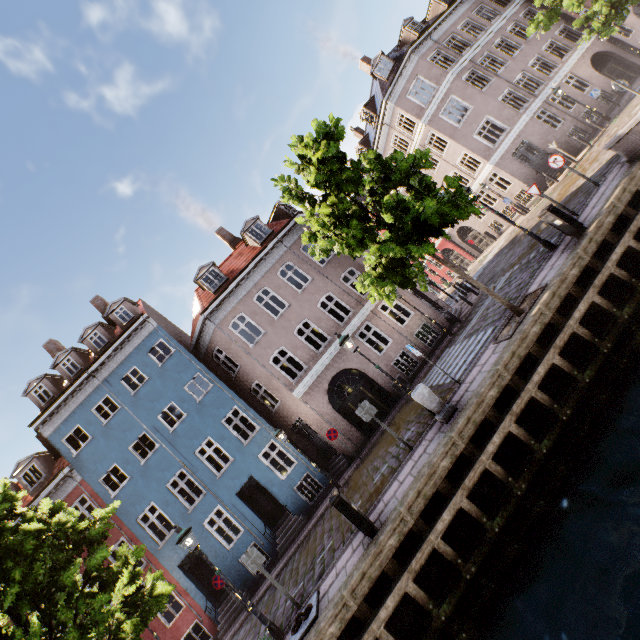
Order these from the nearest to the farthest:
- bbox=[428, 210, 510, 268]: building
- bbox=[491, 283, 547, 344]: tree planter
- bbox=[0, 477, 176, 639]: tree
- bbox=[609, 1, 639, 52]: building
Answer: bbox=[0, 477, 176, 639]: tree → bbox=[491, 283, 547, 344]: tree planter → bbox=[609, 1, 639, 52]: building → bbox=[428, 210, 510, 268]: building

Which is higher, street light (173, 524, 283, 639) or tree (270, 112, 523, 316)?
tree (270, 112, 523, 316)

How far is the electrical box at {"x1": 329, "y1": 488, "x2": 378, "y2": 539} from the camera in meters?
7.3 m

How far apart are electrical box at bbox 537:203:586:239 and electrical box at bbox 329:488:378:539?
9.7 meters

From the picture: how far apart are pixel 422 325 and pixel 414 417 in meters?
13.7

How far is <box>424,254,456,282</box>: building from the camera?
37.31m

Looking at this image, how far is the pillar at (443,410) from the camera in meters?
8.4

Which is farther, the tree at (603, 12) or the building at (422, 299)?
the building at (422, 299)
